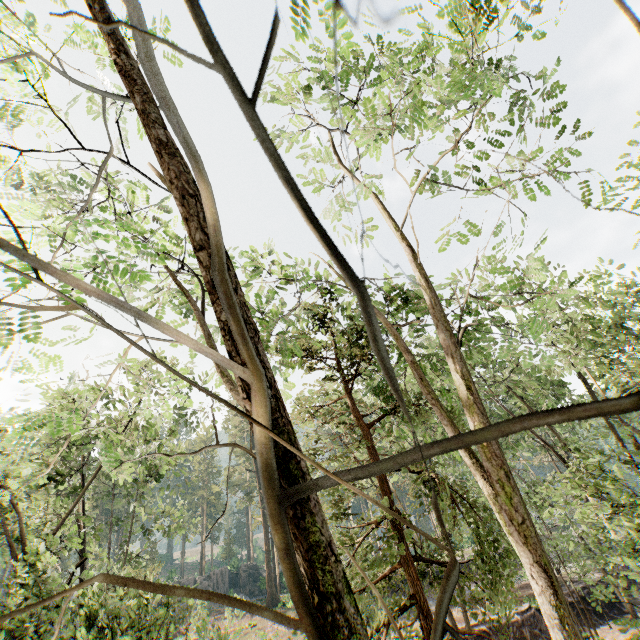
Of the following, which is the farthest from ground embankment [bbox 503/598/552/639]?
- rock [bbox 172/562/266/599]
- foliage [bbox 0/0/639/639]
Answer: rock [bbox 172/562/266/599]

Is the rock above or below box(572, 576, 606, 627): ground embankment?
above

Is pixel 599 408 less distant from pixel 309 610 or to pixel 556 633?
pixel 309 610

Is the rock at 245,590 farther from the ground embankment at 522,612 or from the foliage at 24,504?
the ground embankment at 522,612

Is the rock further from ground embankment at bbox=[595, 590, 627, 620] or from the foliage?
ground embankment at bbox=[595, 590, 627, 620]
